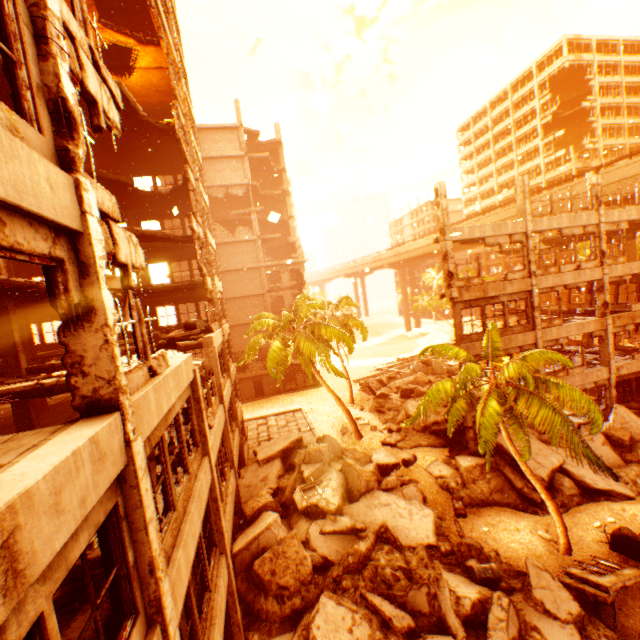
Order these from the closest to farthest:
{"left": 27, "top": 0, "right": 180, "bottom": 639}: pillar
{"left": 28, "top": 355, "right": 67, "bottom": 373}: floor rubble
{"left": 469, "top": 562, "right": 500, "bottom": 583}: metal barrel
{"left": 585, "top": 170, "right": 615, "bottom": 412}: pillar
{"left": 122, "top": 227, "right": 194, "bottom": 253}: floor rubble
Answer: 1. {"left": 27, "top": 0, "right": 180, "bottom": 639}: pillar
2. {"left": 469, "top": 562, "right": 500, "bottom": 583}: metal barrel
3. {"left": 28, "top": 355, "right": 67, "bottom": 373}: floor rubble
4. {"left": 122, "top": 227, "right": 194, "bottom": 253}: floor rubble
5. {"left": 585, "top": 170, "right": 615, "bottom": 412}: pillar

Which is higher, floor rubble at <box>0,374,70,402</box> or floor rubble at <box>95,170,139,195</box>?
floor rubble at <box>95,170,139,195</box>

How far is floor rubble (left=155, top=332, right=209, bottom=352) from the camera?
13.9m

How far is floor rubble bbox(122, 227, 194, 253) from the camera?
16.05m

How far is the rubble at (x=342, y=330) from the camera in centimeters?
2148cm

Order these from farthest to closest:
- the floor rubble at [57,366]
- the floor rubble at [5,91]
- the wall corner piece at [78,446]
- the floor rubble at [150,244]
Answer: the floor rubble at [150,244] → the floor rubble at [57,366] → the floor rubble at [5,91] → the wall corner piece at [78,446]

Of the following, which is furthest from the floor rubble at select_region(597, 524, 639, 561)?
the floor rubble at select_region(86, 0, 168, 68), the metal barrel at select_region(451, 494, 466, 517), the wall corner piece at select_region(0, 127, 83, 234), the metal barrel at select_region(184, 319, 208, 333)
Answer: the metal barrel at select_region(184, 319, 208, 333)

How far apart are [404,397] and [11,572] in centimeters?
2743cm
